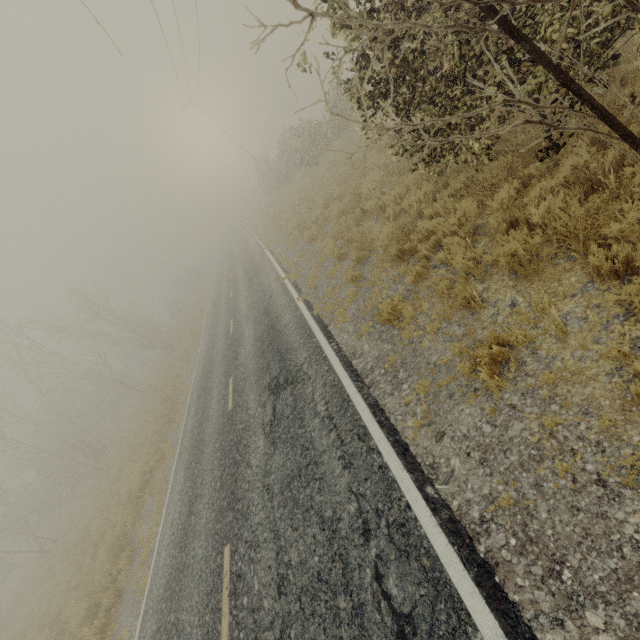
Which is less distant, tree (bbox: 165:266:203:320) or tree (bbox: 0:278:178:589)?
tree (bbox: 0:278:178:589)

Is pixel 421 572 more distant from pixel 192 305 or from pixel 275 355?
pixel 192 305

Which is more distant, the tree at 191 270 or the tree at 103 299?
the tree at 191 270

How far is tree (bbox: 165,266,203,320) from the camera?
46.7 meters

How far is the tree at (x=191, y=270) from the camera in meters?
46.7
